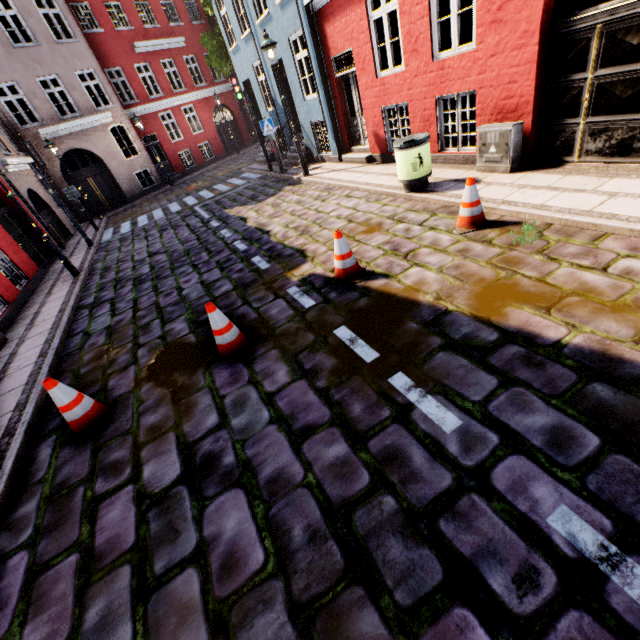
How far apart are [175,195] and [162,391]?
16.3m

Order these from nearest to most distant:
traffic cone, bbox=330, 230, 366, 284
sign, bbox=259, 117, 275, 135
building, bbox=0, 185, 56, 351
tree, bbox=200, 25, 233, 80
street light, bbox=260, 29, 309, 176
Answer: traffic cone, bbox=330, 230, 366, 284 → building, bbox=0, 185, 56, 351 → street light, bbox=260, 29, 309, 176 → sign, bbox=259, 117, 275, 135 → tree, bbox=200, 25, 233, 80

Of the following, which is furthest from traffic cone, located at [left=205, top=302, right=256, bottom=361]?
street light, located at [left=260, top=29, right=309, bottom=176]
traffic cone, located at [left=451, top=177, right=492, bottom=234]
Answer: street light, located at [left=260, top=29, right=309, bottom=176]

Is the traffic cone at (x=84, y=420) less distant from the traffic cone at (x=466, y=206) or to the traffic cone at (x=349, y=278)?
the traffic cone at (x=349, y=278)

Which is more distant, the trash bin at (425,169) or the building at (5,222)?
the building at (5,222)

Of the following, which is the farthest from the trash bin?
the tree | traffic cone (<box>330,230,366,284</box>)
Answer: the tree

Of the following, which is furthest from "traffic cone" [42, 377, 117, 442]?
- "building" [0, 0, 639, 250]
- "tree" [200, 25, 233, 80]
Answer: "tree" [200, 25, 233, 80]

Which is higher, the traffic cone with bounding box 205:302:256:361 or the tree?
the tree
